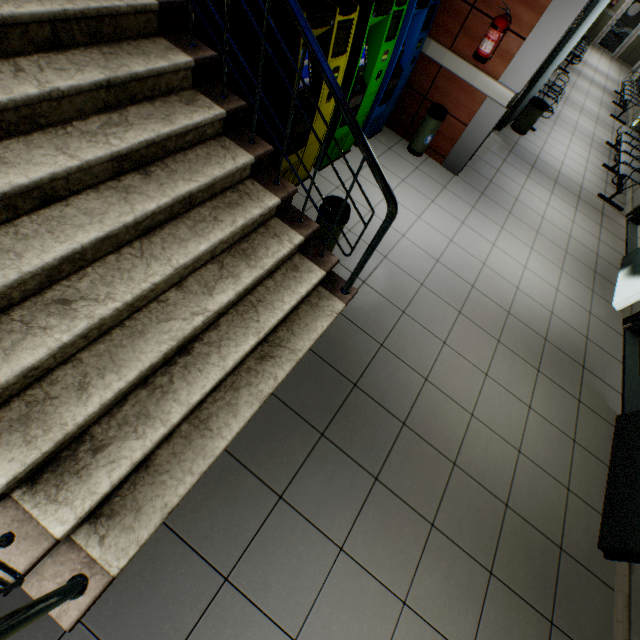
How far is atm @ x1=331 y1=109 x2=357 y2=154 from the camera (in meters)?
3.44

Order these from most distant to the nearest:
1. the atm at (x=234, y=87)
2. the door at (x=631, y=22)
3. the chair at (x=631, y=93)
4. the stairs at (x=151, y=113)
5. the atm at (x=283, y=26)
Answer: the door at (x=631, y=22) → the chair at (x=631, y=93) → the atm at (x=234, y=87) → the atm at (x=283, y=26) → the stairs at (x=151, y=113)

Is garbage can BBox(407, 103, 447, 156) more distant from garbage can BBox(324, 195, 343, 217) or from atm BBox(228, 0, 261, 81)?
garbage can BBox(324, 195, 343, 217)

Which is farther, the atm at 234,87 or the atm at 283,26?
the atm at 234,87

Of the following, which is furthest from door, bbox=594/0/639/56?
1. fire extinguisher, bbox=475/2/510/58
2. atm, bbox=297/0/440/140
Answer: atm, bbox=297/0/440/140

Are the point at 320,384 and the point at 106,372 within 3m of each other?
yes

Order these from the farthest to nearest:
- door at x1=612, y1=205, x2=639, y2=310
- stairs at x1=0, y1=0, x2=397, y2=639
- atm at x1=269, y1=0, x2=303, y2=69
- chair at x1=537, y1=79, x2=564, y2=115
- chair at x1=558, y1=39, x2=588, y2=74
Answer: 1. chair at x1=558, y1=39, x2=588, y2=74
2. chair at x1=537, y1=79, x2=564, y2=115
3. door at x1=612, y1=205, x2=639, y2=310
4. atm at x1=269, y1=0, x2=303, y2=69
5. stairs at x1=0, y1=0, x2=397, y2=639

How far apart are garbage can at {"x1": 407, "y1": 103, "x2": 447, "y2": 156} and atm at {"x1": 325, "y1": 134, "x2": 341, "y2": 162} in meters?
1.1 m
